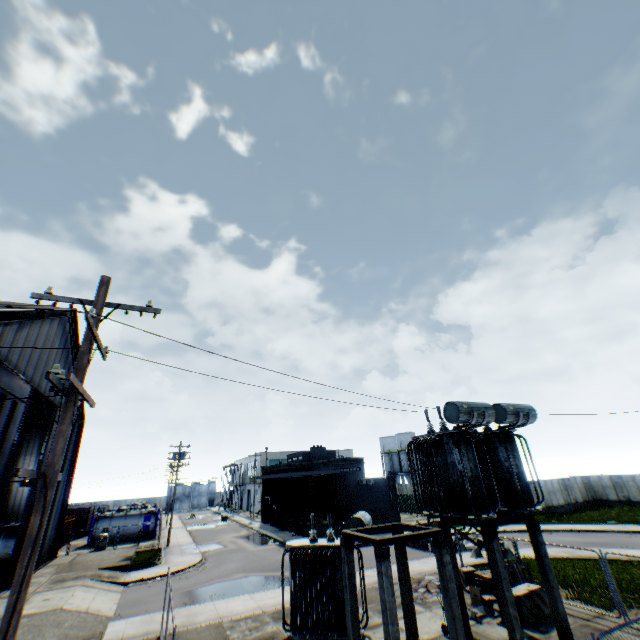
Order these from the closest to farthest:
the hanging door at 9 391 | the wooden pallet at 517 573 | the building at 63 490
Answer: the wooden pallet at 517 573, the hanging door at 9 391, the building at 63 490

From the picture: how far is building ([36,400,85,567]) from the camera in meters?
25.0 m

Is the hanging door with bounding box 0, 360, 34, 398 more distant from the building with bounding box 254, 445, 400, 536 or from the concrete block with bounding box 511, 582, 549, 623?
the concrete block with bounding box 511, 582, 549, 623

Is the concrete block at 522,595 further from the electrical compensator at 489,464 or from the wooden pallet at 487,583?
the electrical compensator at 489,464

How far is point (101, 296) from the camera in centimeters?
679cm

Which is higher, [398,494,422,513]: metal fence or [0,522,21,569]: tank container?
[0,522,21,569]: tank container

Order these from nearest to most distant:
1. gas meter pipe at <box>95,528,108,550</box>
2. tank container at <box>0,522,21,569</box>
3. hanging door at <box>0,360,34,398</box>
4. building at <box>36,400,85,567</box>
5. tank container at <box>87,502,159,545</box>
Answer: hanging door at <box>0,360,34,398</box>, tank container at <box>0,522,21,569</box>, building at <box>36,400,85,567</box>, gas meter pipe at <box>95,528,108,550</box>, tank container at <box>87,502,159,545</box>

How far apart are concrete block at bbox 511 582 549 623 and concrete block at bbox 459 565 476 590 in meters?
2.5
